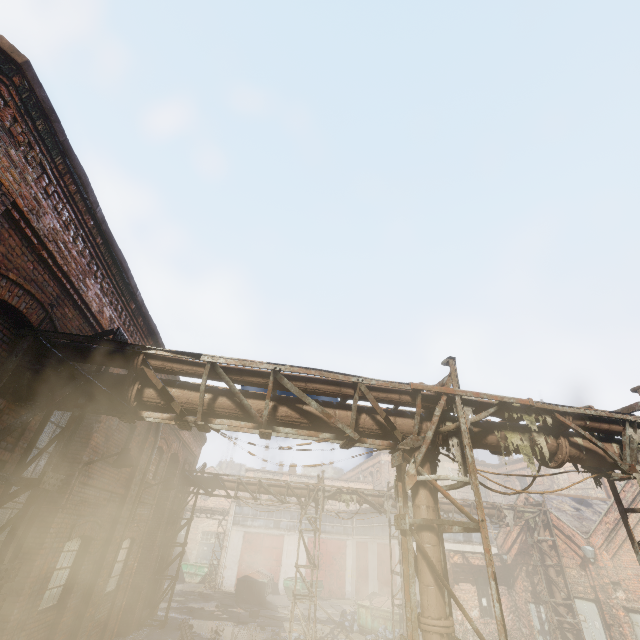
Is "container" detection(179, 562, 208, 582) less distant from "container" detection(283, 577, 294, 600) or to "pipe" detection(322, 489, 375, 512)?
"container" detection(283, 577, 294, 600)

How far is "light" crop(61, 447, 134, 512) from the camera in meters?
6.3 m

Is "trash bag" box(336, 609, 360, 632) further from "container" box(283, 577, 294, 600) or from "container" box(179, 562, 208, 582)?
"container" box(179, 562, 208, 582)

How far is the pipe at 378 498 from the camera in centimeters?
1586cm

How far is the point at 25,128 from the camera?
3.92m

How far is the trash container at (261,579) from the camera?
23.3 meters

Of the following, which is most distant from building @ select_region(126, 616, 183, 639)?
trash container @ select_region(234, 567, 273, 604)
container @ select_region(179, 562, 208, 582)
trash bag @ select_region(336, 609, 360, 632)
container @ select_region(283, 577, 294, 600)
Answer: container @ select_region(179, 562, 208, 582)

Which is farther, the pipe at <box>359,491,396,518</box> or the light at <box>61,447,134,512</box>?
the pipe at <box>359,491,396,518</box>
